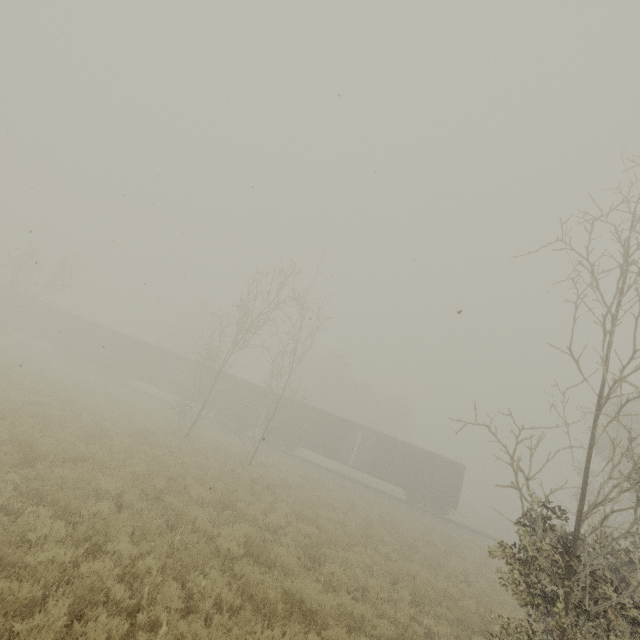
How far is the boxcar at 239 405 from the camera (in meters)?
30.62

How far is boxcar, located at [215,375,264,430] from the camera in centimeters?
3062cm

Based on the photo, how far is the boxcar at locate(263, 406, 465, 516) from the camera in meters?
27.7

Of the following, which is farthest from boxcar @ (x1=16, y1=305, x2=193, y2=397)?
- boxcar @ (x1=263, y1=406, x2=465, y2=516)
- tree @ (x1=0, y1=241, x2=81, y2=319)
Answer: tree @ (x1=0, y1=241, x2=81, y2=319)

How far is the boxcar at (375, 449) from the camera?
27.7 meters

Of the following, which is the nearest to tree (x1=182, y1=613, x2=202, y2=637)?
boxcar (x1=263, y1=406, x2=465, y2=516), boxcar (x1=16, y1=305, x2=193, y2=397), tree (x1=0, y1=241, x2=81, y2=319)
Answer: boxcar (x1=263, y1=406, x2=465, y2=516)

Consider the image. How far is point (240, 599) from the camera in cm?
578
